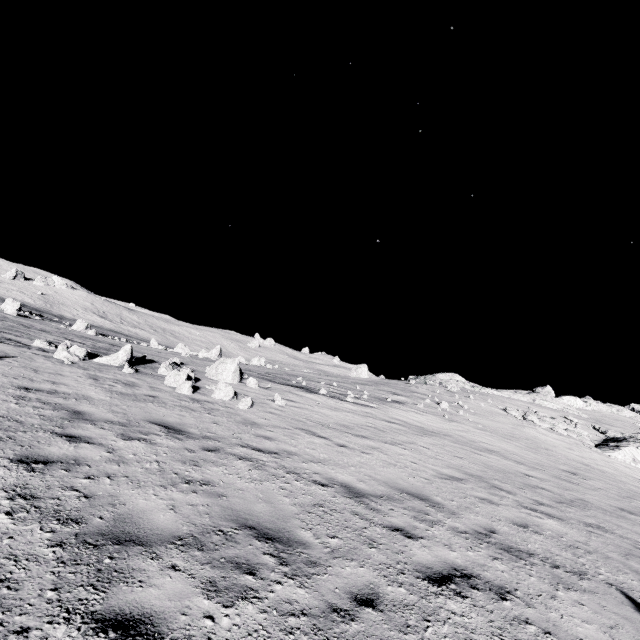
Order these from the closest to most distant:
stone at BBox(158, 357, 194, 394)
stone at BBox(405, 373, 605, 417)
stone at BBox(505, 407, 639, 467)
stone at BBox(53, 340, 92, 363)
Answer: stone at BBox(158, 357, 194, 394), stone at BBox(53, 340, 92, 363), stone at BBox(505, 407, 639, 467), stone at BBox(405, 373, 605, 417)

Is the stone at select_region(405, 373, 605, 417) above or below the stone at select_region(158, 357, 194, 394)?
above

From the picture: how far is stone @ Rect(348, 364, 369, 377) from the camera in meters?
49.9

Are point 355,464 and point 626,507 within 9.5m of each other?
no

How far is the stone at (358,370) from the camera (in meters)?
49.91

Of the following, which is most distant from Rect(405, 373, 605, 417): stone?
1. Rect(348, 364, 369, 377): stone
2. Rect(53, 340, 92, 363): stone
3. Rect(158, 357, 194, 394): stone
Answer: Rect(53, 340, 92, 363): stone

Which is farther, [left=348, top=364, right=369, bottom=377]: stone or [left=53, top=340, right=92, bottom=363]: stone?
→ [left=348, top=364, right=369, bottom=377]: stone

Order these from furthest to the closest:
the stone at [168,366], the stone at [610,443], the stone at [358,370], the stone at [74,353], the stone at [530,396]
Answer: the stone at [358,370] < the stone at [530,396] < the stone at [610,443] < the stone at [74,353] < the stone at [168,366]
